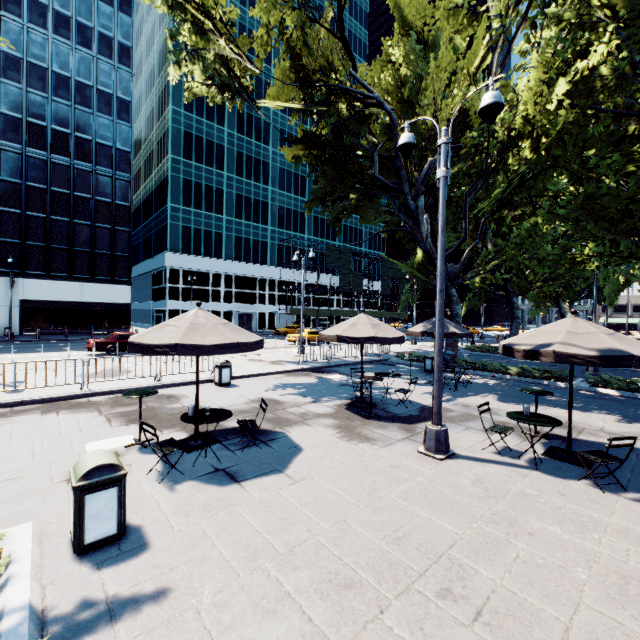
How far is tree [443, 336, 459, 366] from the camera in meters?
18.9 m

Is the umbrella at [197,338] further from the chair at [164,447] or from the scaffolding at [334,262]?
the scaffolding at [334,262]

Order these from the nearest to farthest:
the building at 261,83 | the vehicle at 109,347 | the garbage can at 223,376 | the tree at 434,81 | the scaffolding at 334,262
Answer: the tree at 434,81, the garbage can at 223,376, the vehicle at 109,347, the building at 261,83, the scaffolding at 334,262

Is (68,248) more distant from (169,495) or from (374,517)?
(374,517)

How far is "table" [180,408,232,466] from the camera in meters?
5.8

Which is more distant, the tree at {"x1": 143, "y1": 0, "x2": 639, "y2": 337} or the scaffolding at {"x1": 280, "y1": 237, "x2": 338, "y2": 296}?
the scaffolding at {"x1": 280, "y1": 237, "x2": 338, "y2": 296}

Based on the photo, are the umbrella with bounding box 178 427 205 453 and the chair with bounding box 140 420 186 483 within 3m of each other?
yes

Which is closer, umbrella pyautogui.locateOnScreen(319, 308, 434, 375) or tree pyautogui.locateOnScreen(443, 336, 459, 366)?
umbrella pyautogui.locateOnScreen(319, 308, 434, 375)
